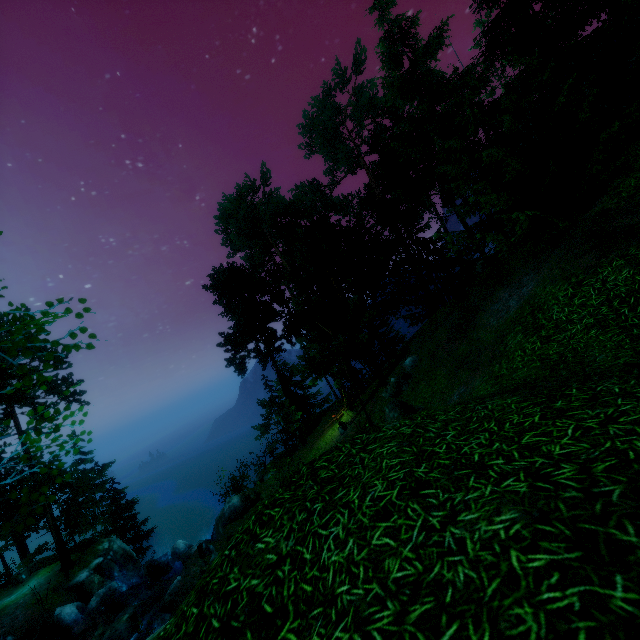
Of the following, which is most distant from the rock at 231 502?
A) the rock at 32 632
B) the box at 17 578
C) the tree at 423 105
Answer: the box at 17 578

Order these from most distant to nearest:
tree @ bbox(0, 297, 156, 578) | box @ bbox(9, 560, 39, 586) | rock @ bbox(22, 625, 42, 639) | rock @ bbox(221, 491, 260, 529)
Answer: box @ bbox(9, 560, 39, 586), rock @ bbox(22, 625, 42, 639), rock @ bbox(221, 491, 260, 529), tree @ bbox(0, 297, 156, 578)

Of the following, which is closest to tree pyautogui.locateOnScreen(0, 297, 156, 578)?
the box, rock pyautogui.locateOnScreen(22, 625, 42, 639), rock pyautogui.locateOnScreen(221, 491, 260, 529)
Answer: the box

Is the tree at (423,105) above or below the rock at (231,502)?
above

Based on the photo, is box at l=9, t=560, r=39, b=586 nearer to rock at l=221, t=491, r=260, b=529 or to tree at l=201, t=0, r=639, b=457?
tree at l=201, t=0, r=639, b=457

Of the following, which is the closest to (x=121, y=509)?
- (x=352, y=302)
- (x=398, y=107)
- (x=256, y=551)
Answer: (x=352, y=302)

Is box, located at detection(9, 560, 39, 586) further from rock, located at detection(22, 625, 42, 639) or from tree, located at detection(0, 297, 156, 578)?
rock, located at detection(22, 625, 42, 639)

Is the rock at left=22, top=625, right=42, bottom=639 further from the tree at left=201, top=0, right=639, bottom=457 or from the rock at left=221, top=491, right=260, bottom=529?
the tree at left=201, top=0, right=639, bottom=457
